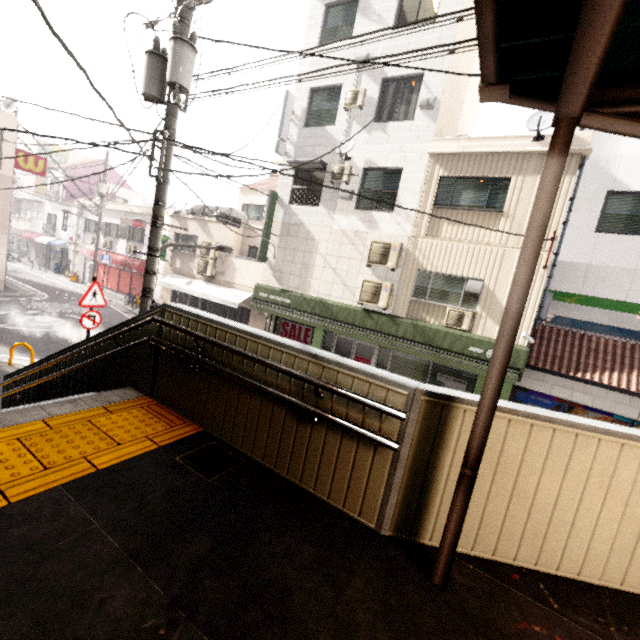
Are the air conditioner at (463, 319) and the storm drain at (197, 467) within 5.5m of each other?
no

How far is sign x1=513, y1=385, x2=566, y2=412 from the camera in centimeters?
970cm

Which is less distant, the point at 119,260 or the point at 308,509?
the point at 308,509

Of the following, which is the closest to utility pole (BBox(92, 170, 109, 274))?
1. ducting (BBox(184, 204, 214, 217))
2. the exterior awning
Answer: ducting (BBox(184, 204, 214, 217))

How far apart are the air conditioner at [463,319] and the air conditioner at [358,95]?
7.6 meters

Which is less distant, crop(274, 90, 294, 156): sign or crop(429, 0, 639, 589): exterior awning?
crop(429, 0, 639, 589): exterior awning

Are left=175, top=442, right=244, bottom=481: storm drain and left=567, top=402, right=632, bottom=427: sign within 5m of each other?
no

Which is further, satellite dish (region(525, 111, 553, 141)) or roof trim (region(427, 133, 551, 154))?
roof trim (region(427, 133, 551, 154))
